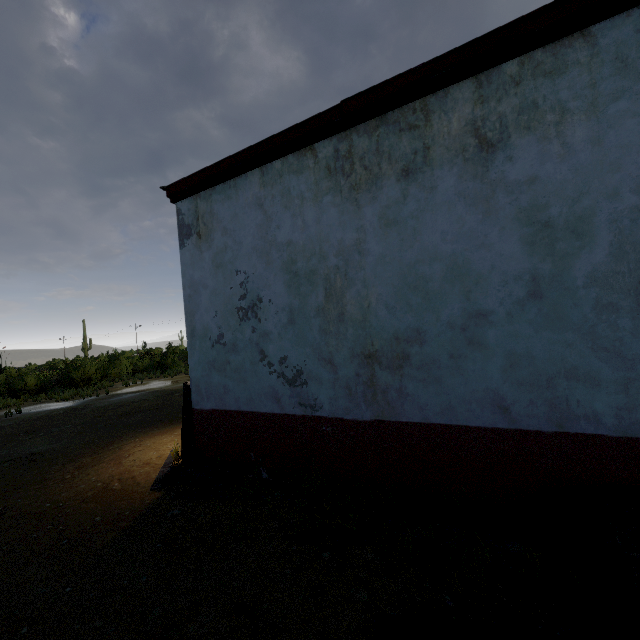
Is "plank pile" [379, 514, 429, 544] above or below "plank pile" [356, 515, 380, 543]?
above

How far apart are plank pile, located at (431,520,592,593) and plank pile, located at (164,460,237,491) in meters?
1.3

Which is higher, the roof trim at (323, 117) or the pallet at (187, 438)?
the roof trim at (323, 117)

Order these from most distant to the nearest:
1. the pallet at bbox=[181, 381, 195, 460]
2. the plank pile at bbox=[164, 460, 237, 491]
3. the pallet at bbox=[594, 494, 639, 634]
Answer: the pallet at bbox=[181, 381, 195, 460]
the plank pile at bbox=[164, 460, 237, 491]
the pallet at bbox=[594, 494, 639, 634]

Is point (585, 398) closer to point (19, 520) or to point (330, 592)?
point (330, 592)

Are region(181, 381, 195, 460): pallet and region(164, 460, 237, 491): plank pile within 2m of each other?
yes

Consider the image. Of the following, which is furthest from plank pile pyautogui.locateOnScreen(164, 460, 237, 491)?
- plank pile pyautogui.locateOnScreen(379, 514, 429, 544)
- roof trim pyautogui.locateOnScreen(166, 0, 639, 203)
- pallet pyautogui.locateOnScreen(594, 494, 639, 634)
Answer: roof trim pyautogui.locateOnScreen(166, 0, 639, 203)

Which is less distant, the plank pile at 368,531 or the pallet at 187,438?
the plank pile at 368,531
